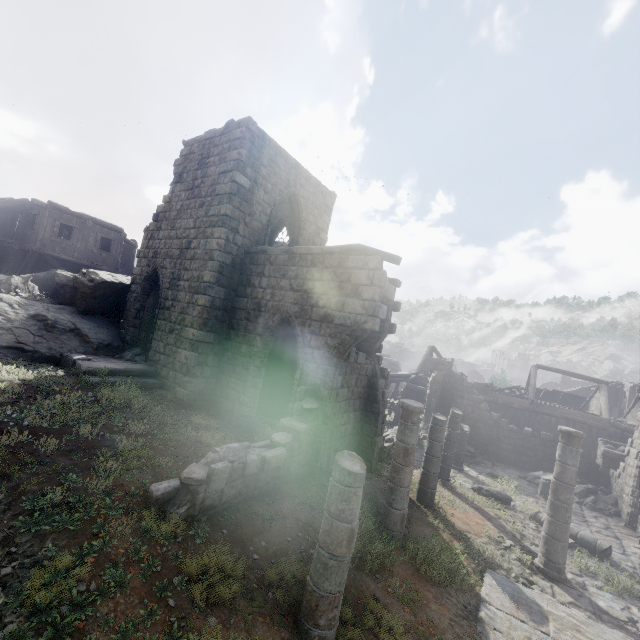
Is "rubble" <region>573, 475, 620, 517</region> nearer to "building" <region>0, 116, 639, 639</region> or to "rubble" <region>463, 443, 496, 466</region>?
"building" <region>0, 116, 639, 639</region>

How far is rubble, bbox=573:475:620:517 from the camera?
14.3 meters

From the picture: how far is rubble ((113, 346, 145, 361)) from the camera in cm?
1291

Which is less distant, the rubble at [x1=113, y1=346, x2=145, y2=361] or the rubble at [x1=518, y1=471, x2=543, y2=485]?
the rubble at [x1=113, y1=346, x2=145, y2=361]

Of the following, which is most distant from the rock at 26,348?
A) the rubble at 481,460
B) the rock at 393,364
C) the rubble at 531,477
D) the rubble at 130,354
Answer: the rubble at 531,477

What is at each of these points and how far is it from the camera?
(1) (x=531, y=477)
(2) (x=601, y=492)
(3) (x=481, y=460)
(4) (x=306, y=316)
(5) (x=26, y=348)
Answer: (1) rubble, 16.8m
(2) rubble, 15.8m
(3) rubble, 18.3m
(4) building, 10.0m
(5) rock, 11.3m

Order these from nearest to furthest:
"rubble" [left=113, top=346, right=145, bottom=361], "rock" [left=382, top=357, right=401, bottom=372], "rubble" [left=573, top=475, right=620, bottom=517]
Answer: "rubble" [left=113, top=346, right=145, bottom=361] → "rubble" [left=573, top=475, right=620, bottom=517] → "rock" [left=382, top=357, right=401, bottom=372]

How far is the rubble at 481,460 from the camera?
17.92m
